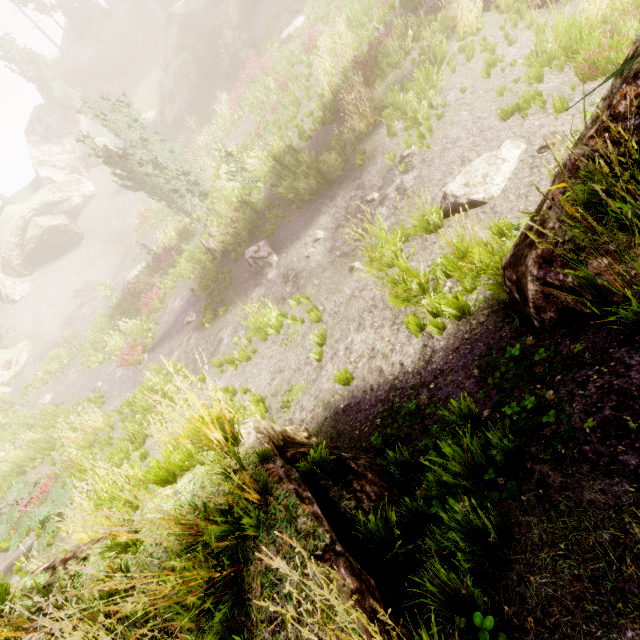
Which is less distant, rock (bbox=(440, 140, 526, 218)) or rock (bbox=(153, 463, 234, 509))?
rock (bbox=(153, 463, 234, 509))

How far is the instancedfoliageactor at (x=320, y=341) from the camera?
6.86m

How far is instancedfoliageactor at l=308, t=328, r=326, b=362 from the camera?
6.86m

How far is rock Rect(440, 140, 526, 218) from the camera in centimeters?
634cm

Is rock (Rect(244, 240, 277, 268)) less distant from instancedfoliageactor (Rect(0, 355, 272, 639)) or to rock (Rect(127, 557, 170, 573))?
instancedfoliageactor (Rect(0, 355, 272, 639))

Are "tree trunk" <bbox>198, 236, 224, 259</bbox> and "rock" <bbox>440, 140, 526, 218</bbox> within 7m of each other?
no

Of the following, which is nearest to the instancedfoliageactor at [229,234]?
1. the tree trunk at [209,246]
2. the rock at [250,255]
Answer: the rock at [250,255]

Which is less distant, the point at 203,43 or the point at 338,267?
the point at 338,267
